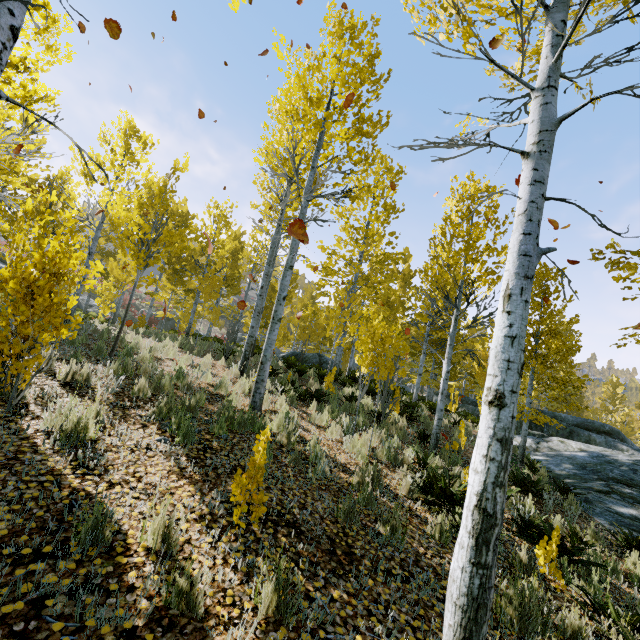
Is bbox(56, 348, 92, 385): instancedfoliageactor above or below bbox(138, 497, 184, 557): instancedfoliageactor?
above

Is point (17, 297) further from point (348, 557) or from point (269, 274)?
point (269, 274)

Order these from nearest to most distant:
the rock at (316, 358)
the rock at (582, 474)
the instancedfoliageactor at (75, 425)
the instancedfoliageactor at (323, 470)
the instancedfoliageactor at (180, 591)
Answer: the instancedfoliageactor at (180, 591)
the instancedfoliageactor at (75, 425)
the instancedfoliageactor at (323, 470)
the rock at (582, 474)
the rock at (316, 358)

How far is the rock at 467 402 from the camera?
22.3m

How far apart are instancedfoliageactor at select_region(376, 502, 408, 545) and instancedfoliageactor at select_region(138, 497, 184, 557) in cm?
236

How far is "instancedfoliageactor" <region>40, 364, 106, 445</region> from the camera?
3.5 meters

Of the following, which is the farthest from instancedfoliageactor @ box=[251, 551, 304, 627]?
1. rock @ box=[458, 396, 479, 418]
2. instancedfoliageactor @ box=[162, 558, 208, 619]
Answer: instancedfoliageactor @ box=[162, 558, 208, 619]
